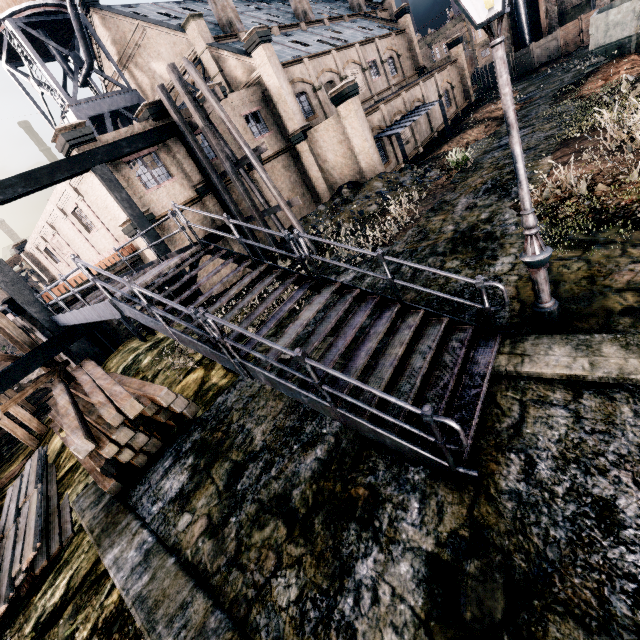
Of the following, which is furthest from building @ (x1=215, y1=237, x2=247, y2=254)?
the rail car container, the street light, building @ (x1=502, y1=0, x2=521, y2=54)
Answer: the street light

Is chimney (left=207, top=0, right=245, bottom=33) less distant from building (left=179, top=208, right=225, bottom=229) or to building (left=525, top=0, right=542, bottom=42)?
building (left=179, top=208, right=225, bottom=229)

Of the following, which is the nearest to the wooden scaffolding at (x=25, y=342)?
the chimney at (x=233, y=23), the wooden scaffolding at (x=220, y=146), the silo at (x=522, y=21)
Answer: Answer: the wooden scaffolding at (x=220, y=146)

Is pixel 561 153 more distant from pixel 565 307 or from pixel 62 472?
pixel 62 472

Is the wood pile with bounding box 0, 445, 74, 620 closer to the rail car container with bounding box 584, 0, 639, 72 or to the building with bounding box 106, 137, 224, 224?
the building with bounding box 106, 137, 224, 224

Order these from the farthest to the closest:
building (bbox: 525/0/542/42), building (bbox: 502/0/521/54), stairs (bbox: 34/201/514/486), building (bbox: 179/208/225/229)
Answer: building (bbox: 502/0/521/54) → building (bbox: 525/0/542/42) → building (bbox: 179/208/225/229) → stairs (bbox: 34/201/514/486)

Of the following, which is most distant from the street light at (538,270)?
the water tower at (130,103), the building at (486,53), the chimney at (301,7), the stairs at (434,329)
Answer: the building at (486,53)

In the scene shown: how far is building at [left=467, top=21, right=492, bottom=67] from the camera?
53.66m
